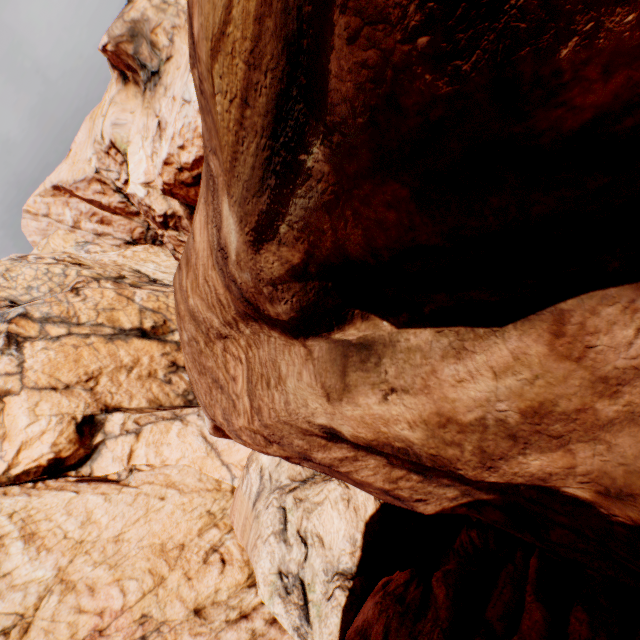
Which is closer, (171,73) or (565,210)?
(565,210)
